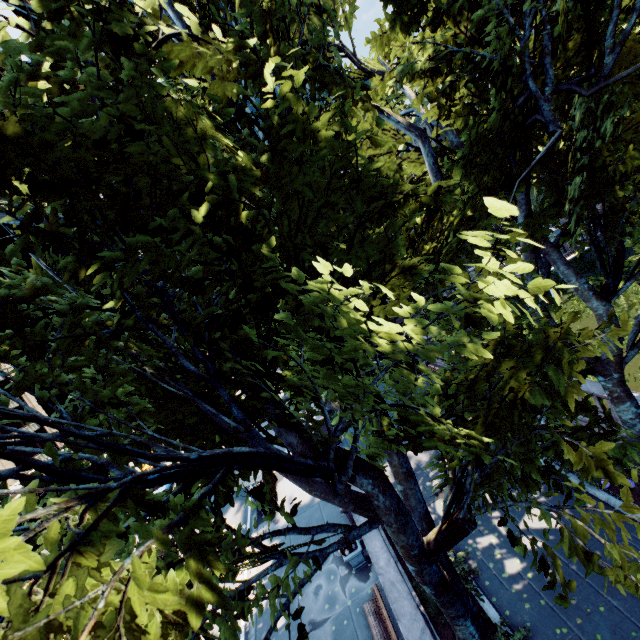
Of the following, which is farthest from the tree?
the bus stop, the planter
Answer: the bus stop

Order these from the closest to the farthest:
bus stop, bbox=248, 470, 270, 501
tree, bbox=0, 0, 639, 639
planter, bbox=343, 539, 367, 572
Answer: tree, bbox=0, 0, 639, 639, planter, bbox=343, 539, 367, 572, bus stop, bbox=248, 470, 270, 501

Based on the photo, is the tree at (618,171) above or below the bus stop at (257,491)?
above

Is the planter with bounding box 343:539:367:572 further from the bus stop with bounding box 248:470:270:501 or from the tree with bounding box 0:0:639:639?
the bus stop with bounding box 248:470:270:501

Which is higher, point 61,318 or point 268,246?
point 61,318

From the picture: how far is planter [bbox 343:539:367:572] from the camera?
12.37m

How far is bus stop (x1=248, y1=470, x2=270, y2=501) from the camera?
18.0 meters

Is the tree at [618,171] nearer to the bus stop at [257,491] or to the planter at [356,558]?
the planter at [356,558]
